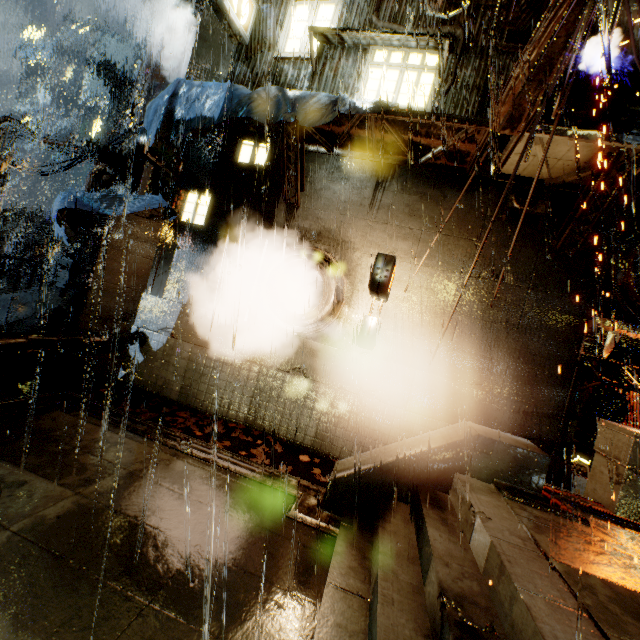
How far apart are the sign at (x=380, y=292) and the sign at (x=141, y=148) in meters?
6.8 m

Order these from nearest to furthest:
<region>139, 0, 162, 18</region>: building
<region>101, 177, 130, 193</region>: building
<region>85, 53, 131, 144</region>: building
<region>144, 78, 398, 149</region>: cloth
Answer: <region>144, 78, 398, 149</region>: cloth → <region>85, 53, 131, 144</region>: building → <region>101, 177, 130, 193</region>: building → <region>139, 0, 162, 18</region>: building

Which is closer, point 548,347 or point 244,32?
point 548,347

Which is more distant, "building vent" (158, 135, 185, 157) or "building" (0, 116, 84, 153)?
"building" (0, 116, 84, 153)

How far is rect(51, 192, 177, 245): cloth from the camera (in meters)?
9.12

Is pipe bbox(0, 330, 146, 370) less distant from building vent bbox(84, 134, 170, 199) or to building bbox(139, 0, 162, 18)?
building bbox(139, 0, 162, 18)

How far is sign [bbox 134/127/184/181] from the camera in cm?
862

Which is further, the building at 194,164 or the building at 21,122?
the building at 21,122
